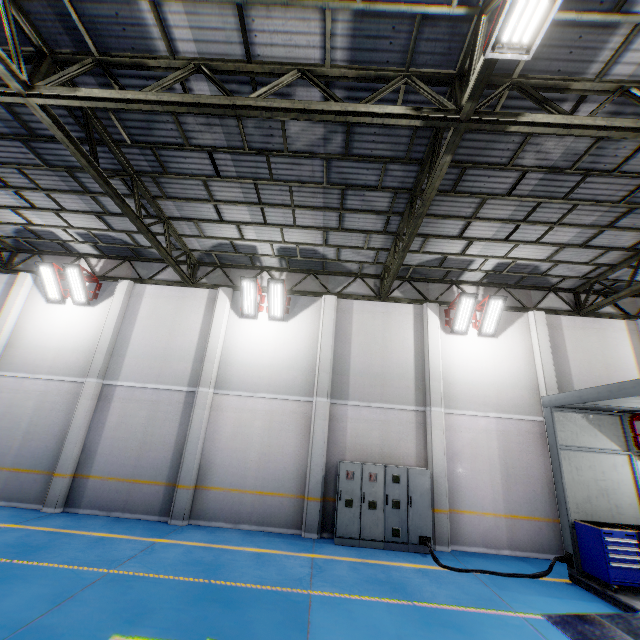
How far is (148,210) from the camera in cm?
1023

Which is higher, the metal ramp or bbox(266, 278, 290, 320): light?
bbox(266, 278, 290, 320): light

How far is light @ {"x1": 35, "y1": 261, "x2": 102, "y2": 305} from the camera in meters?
11.8 m

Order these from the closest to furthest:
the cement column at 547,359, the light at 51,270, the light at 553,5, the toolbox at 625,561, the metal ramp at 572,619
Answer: the light at 553,5 → the metal ramp at 572,619 → the toolbox at 625,561 → the cement column at 547,359 → the light at 51,270

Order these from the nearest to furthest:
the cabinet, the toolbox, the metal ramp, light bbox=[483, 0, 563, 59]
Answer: light bbox=[483, 0, 563, 59]
the metal ramp
the toolbox
the cabinet

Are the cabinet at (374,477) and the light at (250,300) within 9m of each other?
yes

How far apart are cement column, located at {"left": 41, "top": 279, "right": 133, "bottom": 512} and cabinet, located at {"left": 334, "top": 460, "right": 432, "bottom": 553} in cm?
842

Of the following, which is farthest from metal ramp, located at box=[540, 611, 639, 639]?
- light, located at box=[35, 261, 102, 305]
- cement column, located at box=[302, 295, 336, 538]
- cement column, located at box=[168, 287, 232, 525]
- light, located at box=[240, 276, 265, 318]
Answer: light, located at box=[35, 261, 102, 305]
